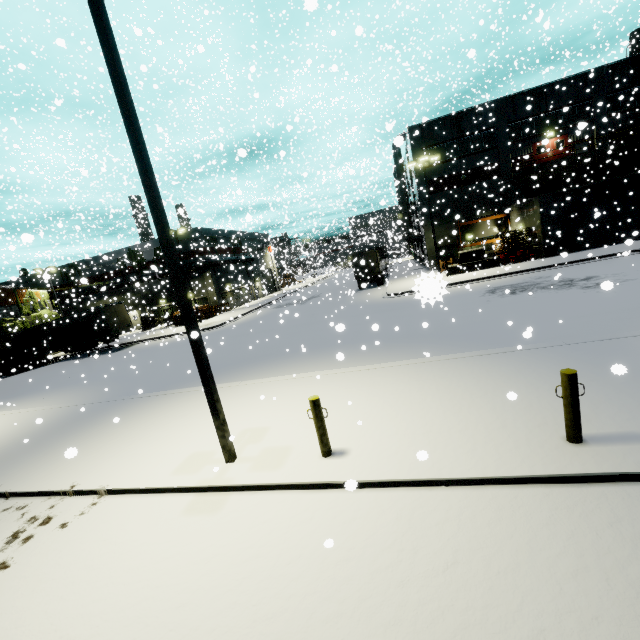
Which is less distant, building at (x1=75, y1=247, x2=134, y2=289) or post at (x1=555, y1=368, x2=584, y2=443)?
post at (x1=555, y1=368, x2=584, y2=443)

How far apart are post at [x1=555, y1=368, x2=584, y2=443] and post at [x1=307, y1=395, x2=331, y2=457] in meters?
3.7 m

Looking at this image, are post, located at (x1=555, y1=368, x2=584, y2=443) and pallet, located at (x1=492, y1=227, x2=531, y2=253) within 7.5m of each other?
no

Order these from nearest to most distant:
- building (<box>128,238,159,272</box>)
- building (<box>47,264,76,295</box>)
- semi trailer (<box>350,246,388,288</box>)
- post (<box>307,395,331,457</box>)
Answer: post (<box>307,395,331,457</box>), semi trailer (<box>350,246,388,288</box>), building (<box>128,238,159,272</box>), building (<box>47,264,76,295</box>)

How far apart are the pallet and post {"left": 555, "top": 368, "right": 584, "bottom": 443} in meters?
26.9

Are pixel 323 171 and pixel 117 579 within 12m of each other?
yes

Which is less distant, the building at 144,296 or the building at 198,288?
the building at 198,288

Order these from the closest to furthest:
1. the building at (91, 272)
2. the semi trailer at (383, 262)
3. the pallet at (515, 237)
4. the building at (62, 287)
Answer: the pallet at (515, 237) → the semi trailer at (383, 262) → the building at (91, 272) → the building at (62, 287)
